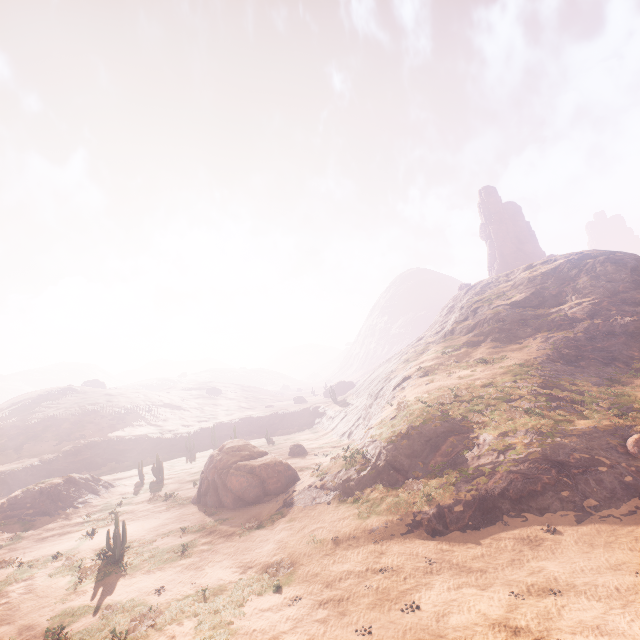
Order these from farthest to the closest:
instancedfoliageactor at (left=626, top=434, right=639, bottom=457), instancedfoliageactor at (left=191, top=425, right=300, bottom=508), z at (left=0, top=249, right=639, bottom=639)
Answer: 1. instancedfoliageactor at (left=191, top=425, right=300, bottom=508)
2. instancedfoliageactor at (left=626, top=434, right=639, bottom=457)
3. z at (left=0, top=249, right=639, bottom=639)

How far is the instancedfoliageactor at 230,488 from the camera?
28.28m

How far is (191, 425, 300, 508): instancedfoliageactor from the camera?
28.3 meters

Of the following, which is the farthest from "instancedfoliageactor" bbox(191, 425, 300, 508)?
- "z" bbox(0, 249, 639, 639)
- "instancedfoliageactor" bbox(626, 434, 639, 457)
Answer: "instancedfoliageactor" bbox(626, 434, 639, 457)

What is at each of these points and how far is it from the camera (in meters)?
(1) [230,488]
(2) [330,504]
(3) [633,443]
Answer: (1) instancedfoliageactor, 29.03
(2) z, 23.08
(3) instancedfoliageactor, 19.70

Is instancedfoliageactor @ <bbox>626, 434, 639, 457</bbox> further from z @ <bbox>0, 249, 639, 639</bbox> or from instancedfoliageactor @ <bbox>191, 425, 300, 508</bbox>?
instancedfoliageactor @ <bbox>191, 425, 300, 508</bbox>

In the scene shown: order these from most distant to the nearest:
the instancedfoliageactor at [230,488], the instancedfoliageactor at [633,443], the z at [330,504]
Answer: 1. the instancedfoliageactor at [230,488]
2. the instancedfoliageactor at [633,443]
3. the z at [330,504]
